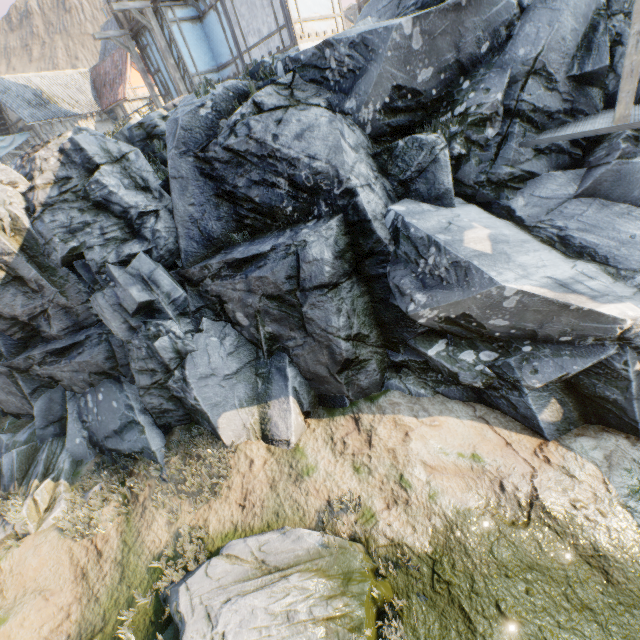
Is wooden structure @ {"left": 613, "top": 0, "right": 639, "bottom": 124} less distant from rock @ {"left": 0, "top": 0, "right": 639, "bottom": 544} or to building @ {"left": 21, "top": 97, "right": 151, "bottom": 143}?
rock @ {"left": 0, "top": 0, "right": 639, "bottom": 544}

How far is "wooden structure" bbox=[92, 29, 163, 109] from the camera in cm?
1345

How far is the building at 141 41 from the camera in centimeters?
1358cm

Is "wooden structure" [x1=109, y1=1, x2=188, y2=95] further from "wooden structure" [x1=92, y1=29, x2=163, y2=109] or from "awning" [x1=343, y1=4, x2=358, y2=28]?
"awning" [x1=343, y1=4, x2=358, y2=28]

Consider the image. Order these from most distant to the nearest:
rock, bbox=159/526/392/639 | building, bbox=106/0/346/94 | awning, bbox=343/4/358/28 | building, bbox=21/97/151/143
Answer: building, bbox=21/97/151/143 < awning, bbox=343/4/358/28 < building, bbox=106/0/346/94 < rock, bbox=159/526/392/639

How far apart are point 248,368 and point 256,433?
1.7 meters

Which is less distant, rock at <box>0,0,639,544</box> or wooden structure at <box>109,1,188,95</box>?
rock at <box>0,0,639,544</box>

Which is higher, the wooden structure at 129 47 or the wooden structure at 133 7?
the wooden structure at 129 47
